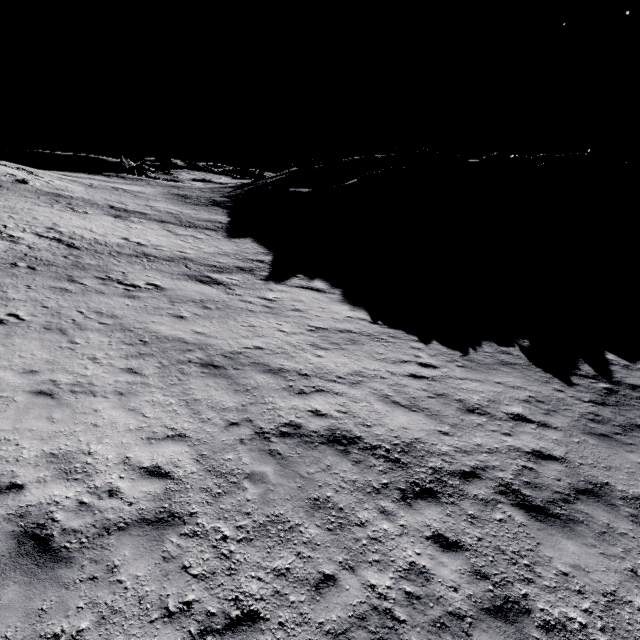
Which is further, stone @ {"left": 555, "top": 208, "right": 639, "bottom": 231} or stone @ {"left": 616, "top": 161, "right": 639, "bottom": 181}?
stone @ {"left": 616, "top": 161, "right": 639, "bottom": 181}

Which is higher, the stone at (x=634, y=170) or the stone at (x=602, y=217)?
the stone at (x=634, y=170)

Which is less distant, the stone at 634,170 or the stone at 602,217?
the stone at 602,217

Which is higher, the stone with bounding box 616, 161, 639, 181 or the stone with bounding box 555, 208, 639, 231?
the stone with bounding box 616, 161, 639, 181

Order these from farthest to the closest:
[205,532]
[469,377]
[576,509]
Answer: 1. [469,377]
2. [576,509]
3. [205,532]
